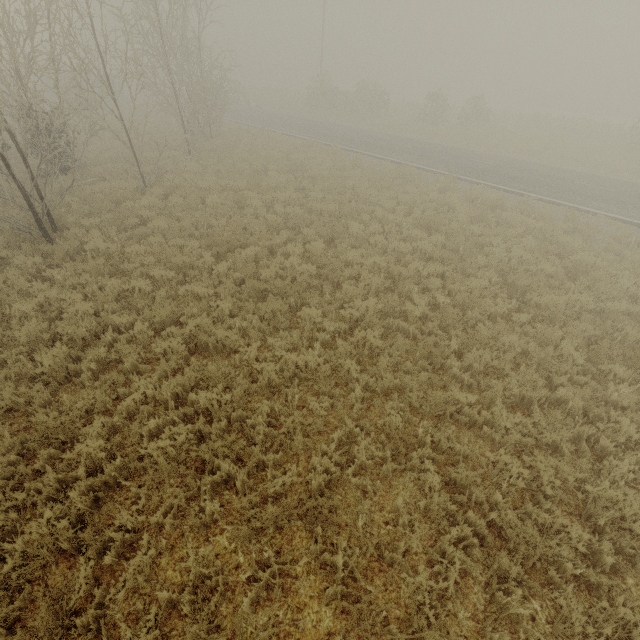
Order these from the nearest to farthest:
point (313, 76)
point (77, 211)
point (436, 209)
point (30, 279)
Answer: point (30, 279) → point (77, 211) → point (436, 209) → point (313, 76)
